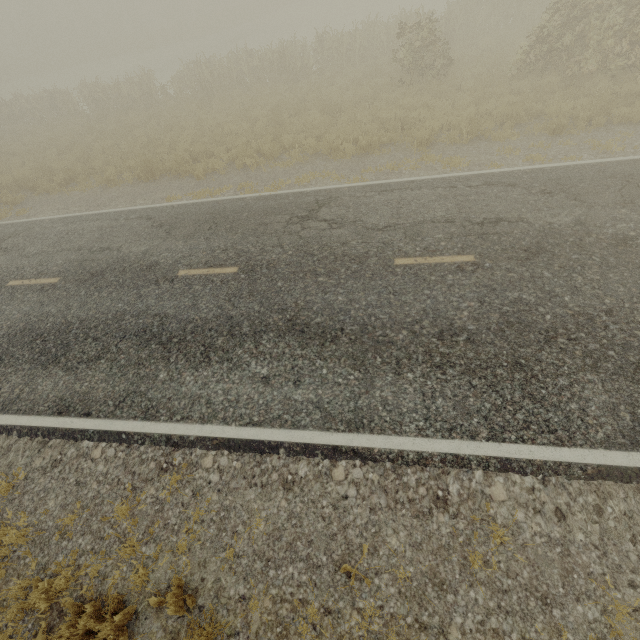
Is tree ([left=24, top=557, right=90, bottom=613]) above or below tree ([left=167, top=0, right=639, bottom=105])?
below

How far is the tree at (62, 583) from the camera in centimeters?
386cm

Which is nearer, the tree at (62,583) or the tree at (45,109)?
the tree at (62,583)

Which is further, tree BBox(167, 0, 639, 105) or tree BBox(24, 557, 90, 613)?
tree BBox(167, 0, 639, 105)

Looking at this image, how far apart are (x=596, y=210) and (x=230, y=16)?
53.8m

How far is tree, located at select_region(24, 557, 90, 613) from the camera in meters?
3.9
